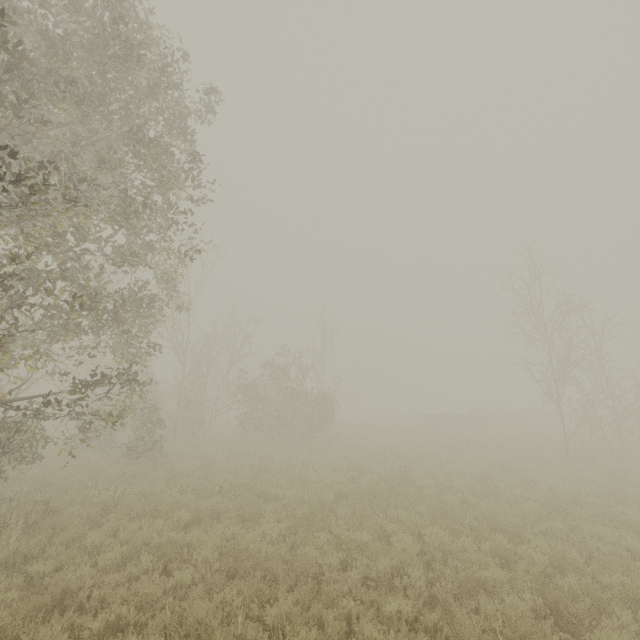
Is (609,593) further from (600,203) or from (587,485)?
(600,203)

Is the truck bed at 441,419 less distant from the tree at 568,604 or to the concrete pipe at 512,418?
the concrete pipe at 512,418

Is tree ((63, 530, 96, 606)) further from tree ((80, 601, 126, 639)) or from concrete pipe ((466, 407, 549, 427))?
concrete pipe ((466, 407, 549, 427))

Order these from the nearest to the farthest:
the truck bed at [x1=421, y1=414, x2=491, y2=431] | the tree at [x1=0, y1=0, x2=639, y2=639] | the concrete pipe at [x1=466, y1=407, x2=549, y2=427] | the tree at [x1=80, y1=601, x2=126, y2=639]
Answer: the tree at [x1=80, y1=601, x2=126, y2=639], the tree at [x1=0, y1=0, x2=639, y2=639], the truck bed at [x1=421, y1=414, x2=491, y2=431], the concrete pipe at [x1=466, y1=407, x2=549, y2=427]

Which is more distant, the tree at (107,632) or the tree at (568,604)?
the tree at (568,604)

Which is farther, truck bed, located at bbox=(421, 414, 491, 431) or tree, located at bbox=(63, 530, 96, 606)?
truck bed, located at bbox=(421, 414, 491, 431)

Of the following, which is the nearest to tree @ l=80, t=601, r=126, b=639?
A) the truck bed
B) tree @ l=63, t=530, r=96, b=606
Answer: tree @ l=63, t=530, r=96, b=606

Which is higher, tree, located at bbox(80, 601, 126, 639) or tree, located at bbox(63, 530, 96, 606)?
tree, located at bbox(63, 530, 96, 606)
